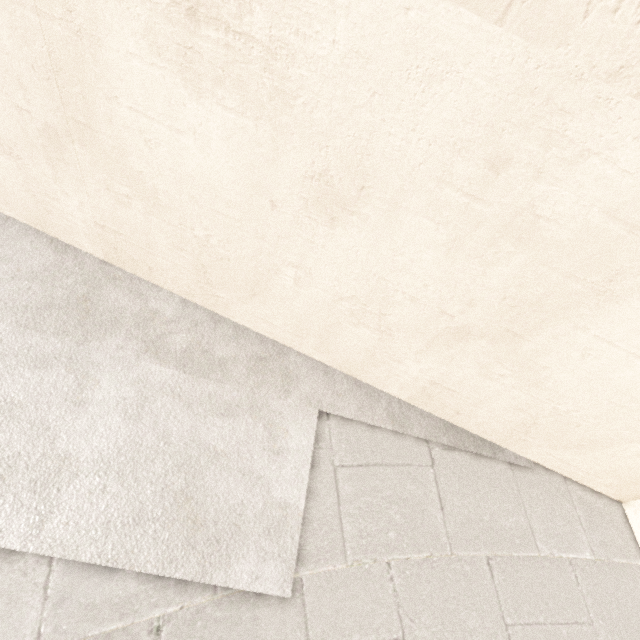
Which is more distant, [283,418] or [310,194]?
[283,418]
